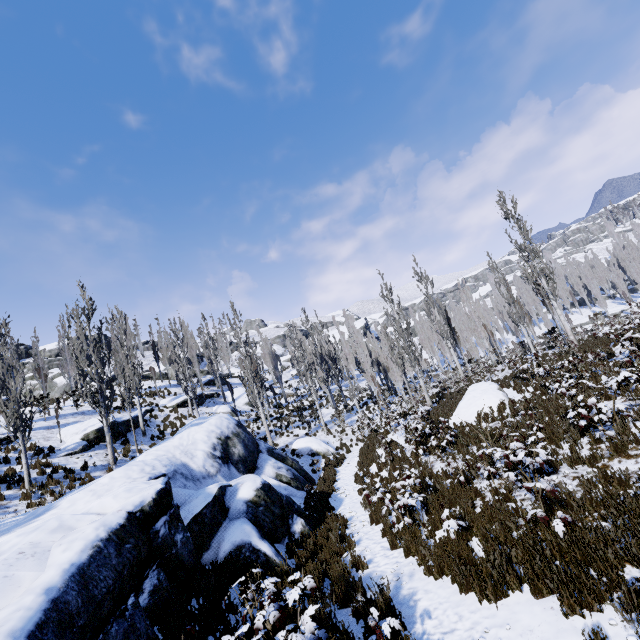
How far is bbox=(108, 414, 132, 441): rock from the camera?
20.3m

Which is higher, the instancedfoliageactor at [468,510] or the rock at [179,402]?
the rock at [179,402]

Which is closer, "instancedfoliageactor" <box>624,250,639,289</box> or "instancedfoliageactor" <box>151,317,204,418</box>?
"instancedfoliageactor" <box>151,317,204,418</box>

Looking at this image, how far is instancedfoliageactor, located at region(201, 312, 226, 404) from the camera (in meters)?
35.81

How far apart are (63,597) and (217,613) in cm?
265

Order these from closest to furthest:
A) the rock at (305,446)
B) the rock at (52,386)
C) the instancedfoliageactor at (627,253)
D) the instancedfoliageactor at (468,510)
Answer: the instancedfoliageactor at (468,510) < the rock at (305,446) < the rock at (52,386) < the instancedfoliageactor at (627,253)

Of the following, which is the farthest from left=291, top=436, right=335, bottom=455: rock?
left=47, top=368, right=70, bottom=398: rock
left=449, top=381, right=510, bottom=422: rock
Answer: left=47, top=368, right=70, bottom=398: rock
